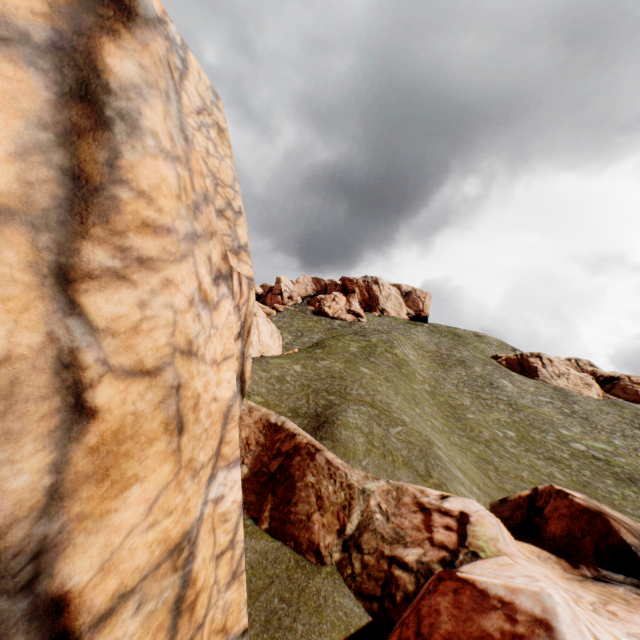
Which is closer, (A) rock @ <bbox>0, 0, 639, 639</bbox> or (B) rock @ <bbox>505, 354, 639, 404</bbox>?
(A) rock @ <bbox>0, 0, 639, 639</bbox>

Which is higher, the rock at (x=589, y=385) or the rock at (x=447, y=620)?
the rock at (x=589, y=385)

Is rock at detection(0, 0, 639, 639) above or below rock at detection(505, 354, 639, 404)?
below

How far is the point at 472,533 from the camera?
9.8m

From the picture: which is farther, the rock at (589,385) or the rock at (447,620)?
the rock at (589,385)
